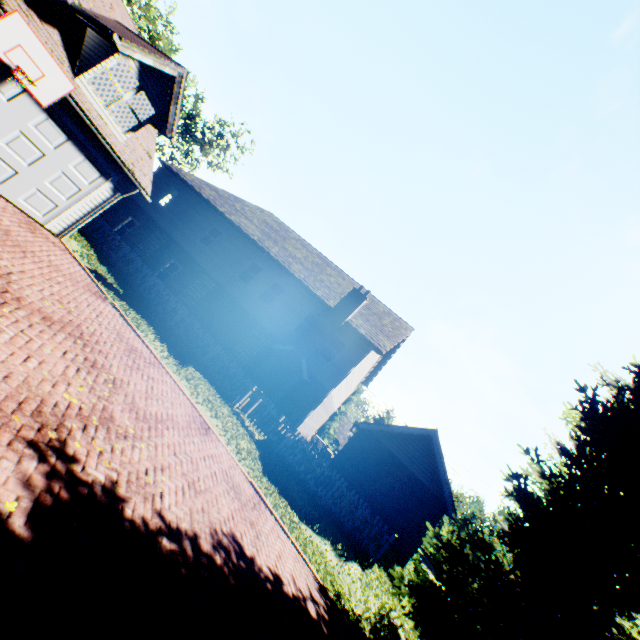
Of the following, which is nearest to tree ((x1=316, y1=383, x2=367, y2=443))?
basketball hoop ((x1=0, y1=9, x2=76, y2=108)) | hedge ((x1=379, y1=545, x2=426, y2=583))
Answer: hedge ((x1=379, y1=545, x2=426, y2=583))

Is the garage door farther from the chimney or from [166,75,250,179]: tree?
[166,75,250,179]: tree

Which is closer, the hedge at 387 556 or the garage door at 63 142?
the garage door at 63 142

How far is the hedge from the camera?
13.4 meters

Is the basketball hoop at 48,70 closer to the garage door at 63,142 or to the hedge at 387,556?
the garage door at 63,142

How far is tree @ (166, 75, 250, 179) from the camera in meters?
36.5

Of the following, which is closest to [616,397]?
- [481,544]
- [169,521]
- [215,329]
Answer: [481,544]
